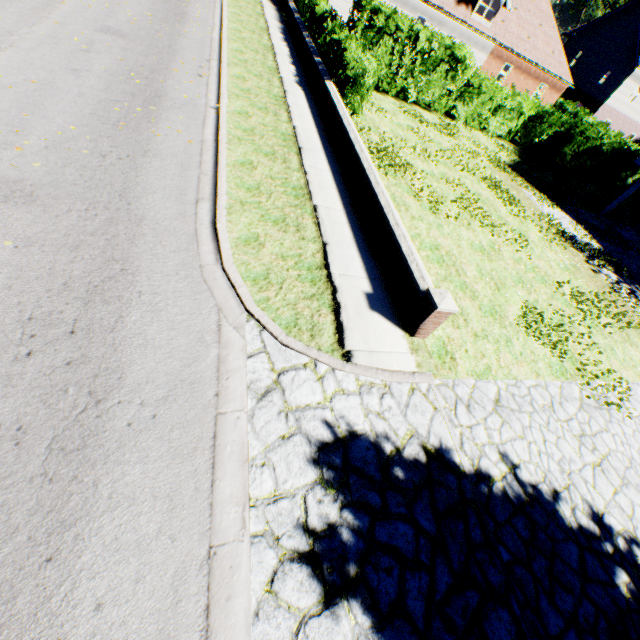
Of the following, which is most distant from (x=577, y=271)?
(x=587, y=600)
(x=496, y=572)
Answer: (x=496, y=572)
